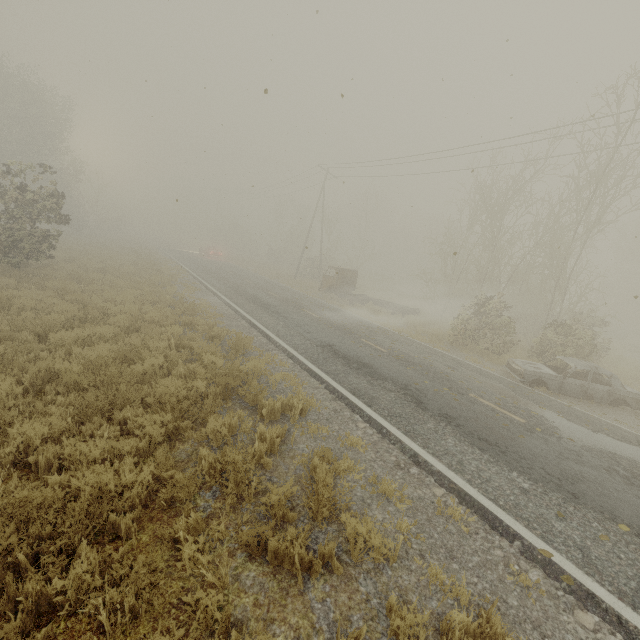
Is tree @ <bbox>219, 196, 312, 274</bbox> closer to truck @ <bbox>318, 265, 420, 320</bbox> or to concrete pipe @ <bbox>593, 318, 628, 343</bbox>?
truck @ <bbox>318, 265, 420, 320</bbox>

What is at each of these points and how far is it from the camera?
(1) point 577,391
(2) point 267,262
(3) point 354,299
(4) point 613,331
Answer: (1) car, 11.3m
(2) tree, 54.8m
(3) truck, 23.5m
(4) concrete pipe, 31.3m

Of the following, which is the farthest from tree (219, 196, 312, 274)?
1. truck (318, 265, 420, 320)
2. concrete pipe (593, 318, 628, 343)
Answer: concrete pipe (593, 318, 628, 343)

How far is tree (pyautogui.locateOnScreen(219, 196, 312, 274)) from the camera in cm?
4355

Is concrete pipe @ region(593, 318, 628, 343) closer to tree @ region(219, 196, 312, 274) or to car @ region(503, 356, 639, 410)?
car @ region(503, 356, 639, 410)

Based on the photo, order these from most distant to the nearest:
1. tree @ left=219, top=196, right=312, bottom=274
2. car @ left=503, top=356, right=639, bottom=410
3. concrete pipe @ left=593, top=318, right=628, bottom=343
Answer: tree @ left=219, top=196, right=312, bottom=274, concrete pipe @ left=593, top=318, right=628, bottom=343, car @ left=503, top=356, right=639, bottom=410

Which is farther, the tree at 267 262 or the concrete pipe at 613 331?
the tree at 267 262

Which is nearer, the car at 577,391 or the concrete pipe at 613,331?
the car at 577,391
